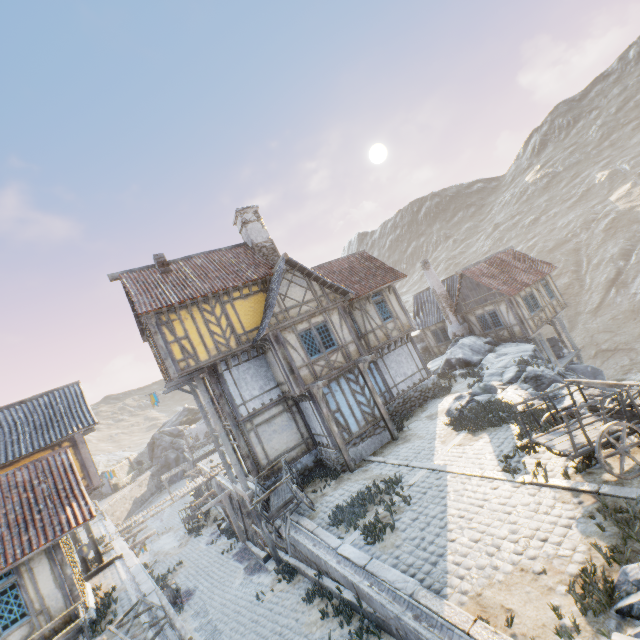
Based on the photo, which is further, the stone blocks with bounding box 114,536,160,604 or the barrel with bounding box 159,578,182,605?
the barrel with bounding box 159,578,182,605

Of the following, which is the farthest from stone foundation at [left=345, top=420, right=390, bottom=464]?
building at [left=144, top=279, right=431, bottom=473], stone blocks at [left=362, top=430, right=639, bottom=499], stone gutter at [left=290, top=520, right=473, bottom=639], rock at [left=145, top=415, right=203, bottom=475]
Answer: rock at [left=145, top=415, right=203, bottom=475]

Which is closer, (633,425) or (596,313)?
(633,425)

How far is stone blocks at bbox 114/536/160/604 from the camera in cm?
1131

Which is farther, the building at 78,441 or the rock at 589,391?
the building at 78,441

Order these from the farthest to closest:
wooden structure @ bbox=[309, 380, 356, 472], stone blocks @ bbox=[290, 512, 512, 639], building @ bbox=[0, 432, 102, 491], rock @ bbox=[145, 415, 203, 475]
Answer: rock @ bbox=[145, 415, 203, 475], building @ bbox=[0, 432, 102, 491], wooden structure @ bbox=[309, 380, 356, 472], stone blocks @ bbox=[290, 512, 512, 639]

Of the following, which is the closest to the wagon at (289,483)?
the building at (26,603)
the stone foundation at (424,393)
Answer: the stone foundation at (424,393)

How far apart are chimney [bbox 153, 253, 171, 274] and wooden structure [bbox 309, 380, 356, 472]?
8.99m
